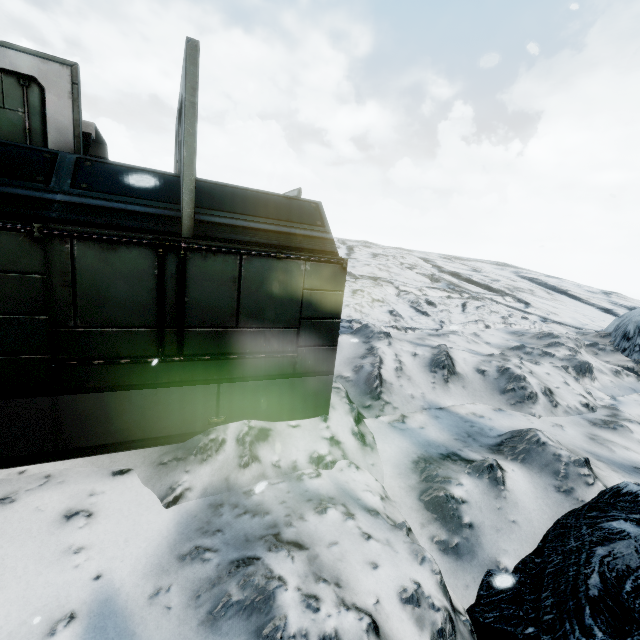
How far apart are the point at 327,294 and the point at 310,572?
3.3 meters
